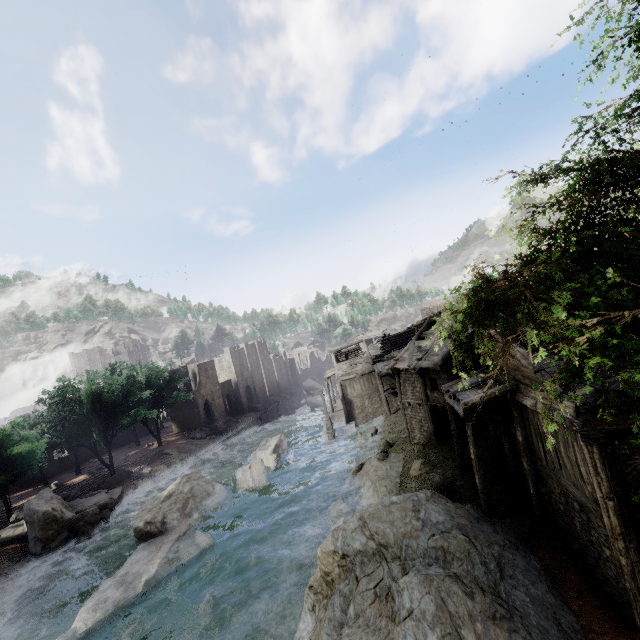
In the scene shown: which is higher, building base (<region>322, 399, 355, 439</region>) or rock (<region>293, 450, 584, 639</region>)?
rock (<region>293, 450, 584, 639</region>)

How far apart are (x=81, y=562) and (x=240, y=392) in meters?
37.8 m

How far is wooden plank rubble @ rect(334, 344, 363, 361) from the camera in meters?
46.2

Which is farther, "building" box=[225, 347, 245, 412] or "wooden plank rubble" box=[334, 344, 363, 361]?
"building" box=[225, 347, 245, 412]

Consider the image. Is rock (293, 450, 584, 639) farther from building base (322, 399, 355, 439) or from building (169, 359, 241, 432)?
building base (322, 399, 355, 439)

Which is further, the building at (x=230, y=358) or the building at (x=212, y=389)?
the building at (x=230, y=358)

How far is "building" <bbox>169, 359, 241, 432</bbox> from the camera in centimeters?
4994cm

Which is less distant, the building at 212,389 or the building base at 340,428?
the building base at 340,428
